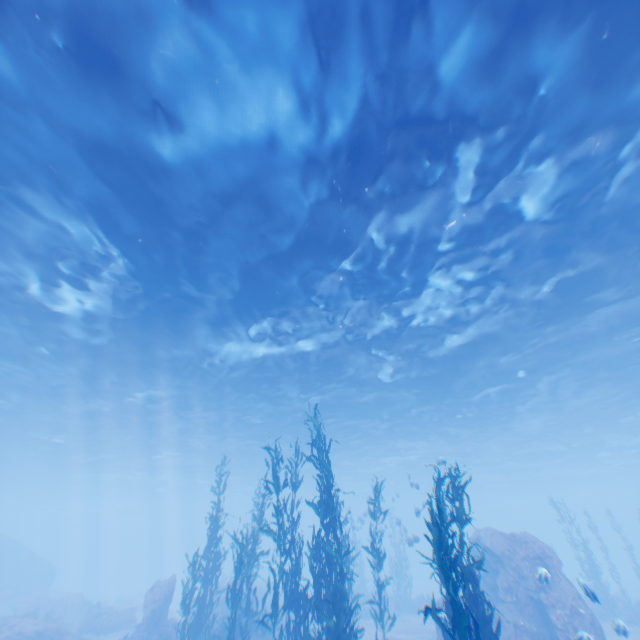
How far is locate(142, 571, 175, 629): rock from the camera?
17.2m

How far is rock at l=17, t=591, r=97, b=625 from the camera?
22.8 meters

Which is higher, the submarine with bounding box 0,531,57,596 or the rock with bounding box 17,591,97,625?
the submarine with bounding box 0,531,57,596

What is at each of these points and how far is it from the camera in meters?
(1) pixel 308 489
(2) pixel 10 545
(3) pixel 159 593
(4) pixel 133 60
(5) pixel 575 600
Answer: (1) light, 52.3 m
(2) submarine, 33.8 m
(3) rock, 17.9 m
(4) light, 7.4 m
(5) rock, 13.3 m

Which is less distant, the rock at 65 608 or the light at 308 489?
the rock at 65 608

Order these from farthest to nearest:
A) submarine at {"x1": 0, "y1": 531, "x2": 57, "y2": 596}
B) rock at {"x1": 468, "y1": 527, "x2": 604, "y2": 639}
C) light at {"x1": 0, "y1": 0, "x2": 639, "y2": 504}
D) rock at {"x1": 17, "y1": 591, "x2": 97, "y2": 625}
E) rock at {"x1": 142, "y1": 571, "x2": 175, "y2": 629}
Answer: submarine at {"x1": 0, "y1": 531, "x2": 57, "y2": 596} → rock at {"x1": 17, "y1": 591, "x2": 97, "y2": 625} → rock at {"x1": 142, "y1": 571, "x2": 175, "y2": 629} → rock at {"x1": 468, "y1": 527, "x2": 604, "y2": 639} → light at {"x1": 0, "y1": 0, "x2": 639, "y2": 504}

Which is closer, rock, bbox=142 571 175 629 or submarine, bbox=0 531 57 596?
rock, bbox=142 571 175 629

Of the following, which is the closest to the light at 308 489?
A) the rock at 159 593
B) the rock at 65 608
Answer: the rock at 159 593
